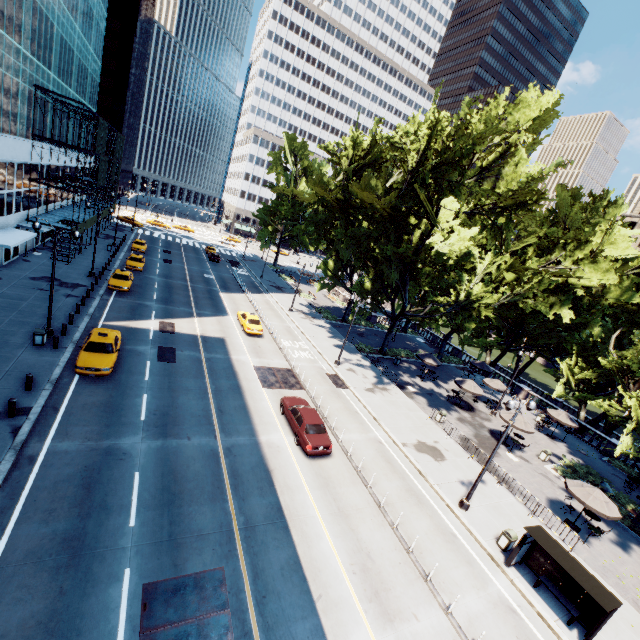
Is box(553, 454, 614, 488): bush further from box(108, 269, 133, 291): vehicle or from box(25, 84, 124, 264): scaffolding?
box(25, 84, 124, 264): scaffolding

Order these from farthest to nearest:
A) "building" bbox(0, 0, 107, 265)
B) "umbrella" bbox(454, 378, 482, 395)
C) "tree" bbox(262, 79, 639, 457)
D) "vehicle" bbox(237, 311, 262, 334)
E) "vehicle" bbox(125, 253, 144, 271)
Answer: "vehicle" bbox(125, 253, 144, 271)
"vehicle" bbox(237, 311, 262, 334)
"umbrella" bbox(454, 378, 482, 395)
"building" bbox(0, 0, 107, 265)
"tree" bbox(262, 79, 639, 457)

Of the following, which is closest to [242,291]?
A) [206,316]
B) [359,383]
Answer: [206,316]

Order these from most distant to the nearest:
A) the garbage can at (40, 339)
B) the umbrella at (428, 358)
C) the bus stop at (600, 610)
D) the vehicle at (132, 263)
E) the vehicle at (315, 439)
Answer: the vehicle at (132, 263)
the umbrella at (428, 358)
the garbage can at (40, 339)
the vehicle at (315, 439)
the bus stop at (600, 610)

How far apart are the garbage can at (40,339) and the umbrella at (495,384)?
37.8 meters

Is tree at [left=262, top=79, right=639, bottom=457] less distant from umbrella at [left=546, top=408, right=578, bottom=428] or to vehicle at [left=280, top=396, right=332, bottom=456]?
umbrella at [left=546, top=408, right=578, bottom=428]

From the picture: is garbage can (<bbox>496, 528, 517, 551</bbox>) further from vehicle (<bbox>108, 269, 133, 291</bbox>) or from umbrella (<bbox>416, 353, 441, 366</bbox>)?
vehicle (<bbox>108, 269, 133, 291</bbox>)

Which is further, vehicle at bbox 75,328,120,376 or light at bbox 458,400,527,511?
vehicle at bbox 75,328,120,376
